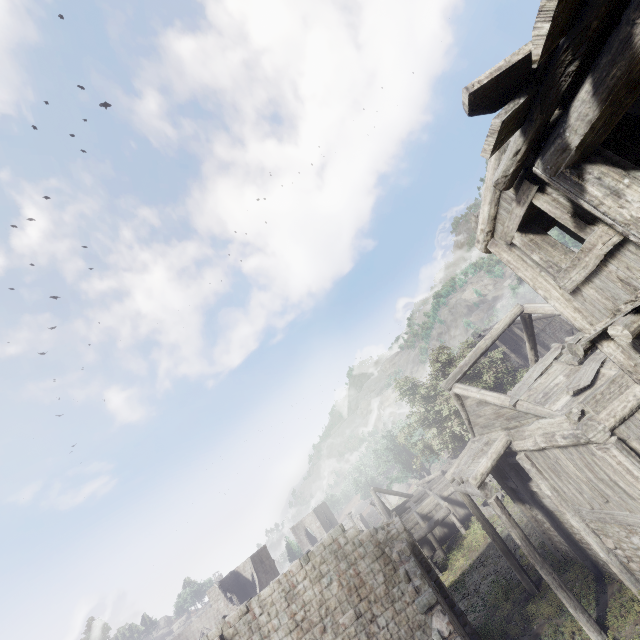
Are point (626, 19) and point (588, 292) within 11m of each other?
yes
